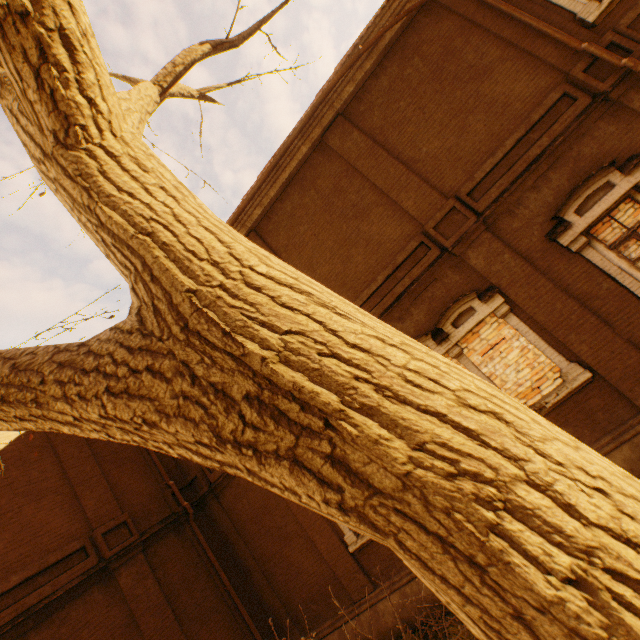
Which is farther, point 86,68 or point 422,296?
point 422,296
